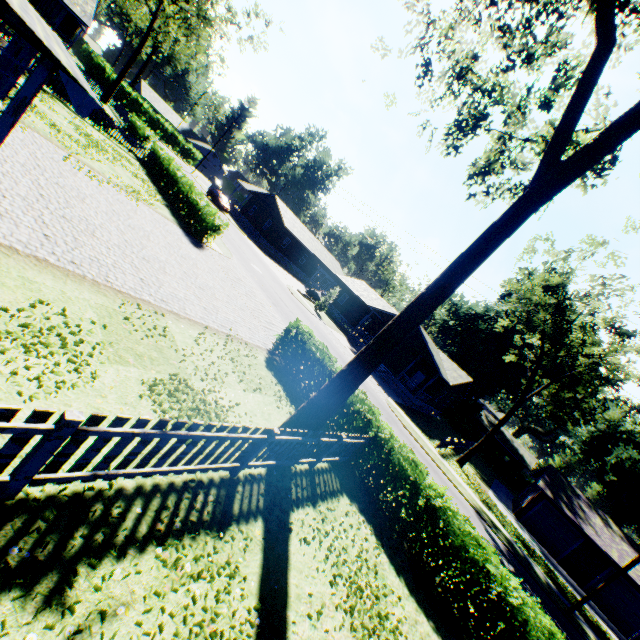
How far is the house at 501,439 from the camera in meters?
54.2 m

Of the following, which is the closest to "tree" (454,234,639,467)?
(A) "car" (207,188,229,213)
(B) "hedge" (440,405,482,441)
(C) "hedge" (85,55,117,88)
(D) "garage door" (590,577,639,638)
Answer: (D) "garage door" (590,577,639,638)

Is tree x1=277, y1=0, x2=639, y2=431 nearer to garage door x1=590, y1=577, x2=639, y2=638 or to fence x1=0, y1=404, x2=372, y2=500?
fence x1=0, y1=404, x2=372, y2=500

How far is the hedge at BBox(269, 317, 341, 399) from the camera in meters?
12.0 m

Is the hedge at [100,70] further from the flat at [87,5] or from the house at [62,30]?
the flat at [87,5]

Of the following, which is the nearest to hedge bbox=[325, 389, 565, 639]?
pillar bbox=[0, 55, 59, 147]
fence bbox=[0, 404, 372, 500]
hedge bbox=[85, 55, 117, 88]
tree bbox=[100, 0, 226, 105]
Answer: fence bbox=[0, 404, 372, 500]

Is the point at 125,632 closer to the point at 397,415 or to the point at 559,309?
the point at 397,415

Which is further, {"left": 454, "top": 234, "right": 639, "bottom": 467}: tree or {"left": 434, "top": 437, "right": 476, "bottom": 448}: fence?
{"left": 434, "top": 437, "right": 476, "bottom": 448}: fence
